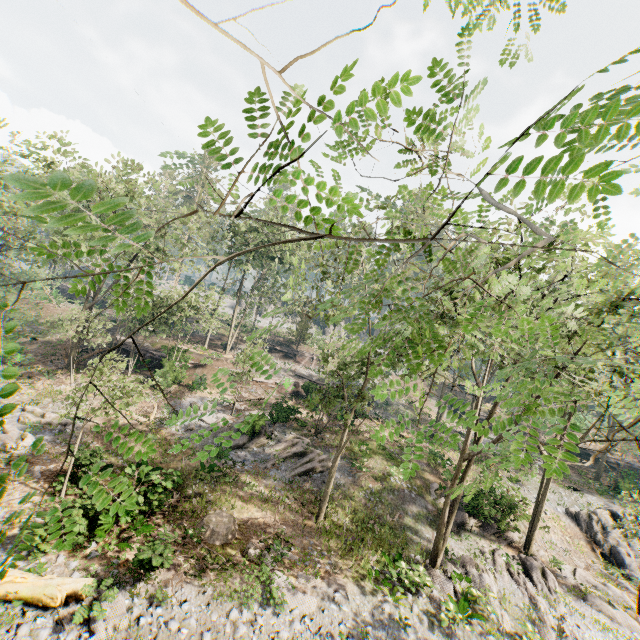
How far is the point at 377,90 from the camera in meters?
1.4 m

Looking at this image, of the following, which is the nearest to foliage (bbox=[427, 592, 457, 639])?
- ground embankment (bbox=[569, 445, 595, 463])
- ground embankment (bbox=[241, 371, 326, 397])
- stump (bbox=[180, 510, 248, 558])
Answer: ground embankment (bbox=[569, 445, 595, 463])

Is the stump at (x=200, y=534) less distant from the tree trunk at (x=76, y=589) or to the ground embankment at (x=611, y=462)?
the tree trunk at (x=76, y=589)

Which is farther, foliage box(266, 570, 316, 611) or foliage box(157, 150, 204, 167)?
foliage box(266, 570, 316, 611)

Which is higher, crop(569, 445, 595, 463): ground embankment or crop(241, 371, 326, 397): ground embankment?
crop(569, 445, 595, 463): ground embankment

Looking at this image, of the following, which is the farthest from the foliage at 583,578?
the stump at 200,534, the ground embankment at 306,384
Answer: the stump at 200,534

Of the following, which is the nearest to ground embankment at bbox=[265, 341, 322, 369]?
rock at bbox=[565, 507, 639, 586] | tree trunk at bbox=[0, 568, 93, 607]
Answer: rock at bbox=[565, 507, 639, 586]

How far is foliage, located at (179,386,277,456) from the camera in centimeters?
200cm
